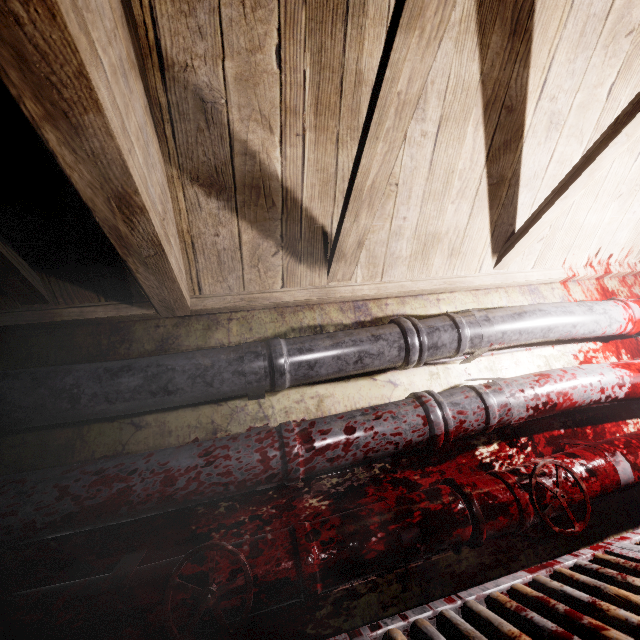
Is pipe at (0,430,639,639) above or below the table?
above

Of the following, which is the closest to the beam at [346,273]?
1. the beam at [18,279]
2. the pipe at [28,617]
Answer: the beam at [18,279]

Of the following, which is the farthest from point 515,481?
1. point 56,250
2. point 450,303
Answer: point 56,250

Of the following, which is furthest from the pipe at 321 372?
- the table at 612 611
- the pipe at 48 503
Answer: the table at 612 611

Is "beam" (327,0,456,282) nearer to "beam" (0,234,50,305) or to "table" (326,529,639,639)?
"beam" (0,234,50,305)

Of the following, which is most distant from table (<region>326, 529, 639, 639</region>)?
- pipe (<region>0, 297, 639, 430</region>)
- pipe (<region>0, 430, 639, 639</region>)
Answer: pipe (<region>0, 297, 639, 430</region>)

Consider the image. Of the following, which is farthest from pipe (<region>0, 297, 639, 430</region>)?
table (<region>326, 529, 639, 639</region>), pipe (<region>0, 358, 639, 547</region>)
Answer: table (<region>326, 529, 639, 639</region>)
